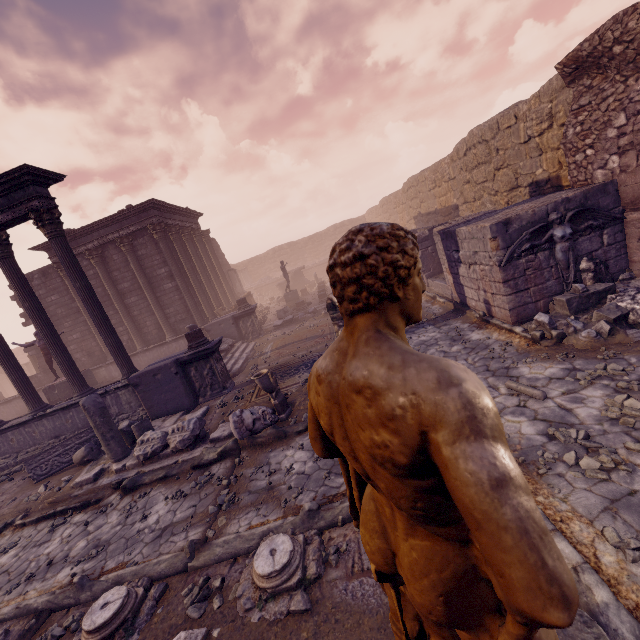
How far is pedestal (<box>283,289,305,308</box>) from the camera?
20.9 meters

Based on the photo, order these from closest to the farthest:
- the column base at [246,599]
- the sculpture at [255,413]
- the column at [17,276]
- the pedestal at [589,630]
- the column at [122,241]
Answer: the pedestal at [589,630] → the column base at [246,599] → the sculpture at [255,413] → the column at [17,276] → the column at [122,241]

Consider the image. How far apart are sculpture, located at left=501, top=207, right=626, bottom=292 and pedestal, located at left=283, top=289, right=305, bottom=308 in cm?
1457

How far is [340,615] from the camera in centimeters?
306cm

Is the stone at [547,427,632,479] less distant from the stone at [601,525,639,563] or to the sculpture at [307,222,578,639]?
the stone at [601,525,639,563]

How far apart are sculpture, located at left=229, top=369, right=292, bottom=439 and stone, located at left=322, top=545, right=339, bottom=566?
3.4 meters

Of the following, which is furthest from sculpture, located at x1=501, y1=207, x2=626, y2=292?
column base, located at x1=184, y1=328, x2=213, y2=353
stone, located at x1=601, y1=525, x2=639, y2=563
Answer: column base, located at x1=184, y1=328, x2=213, y2=353

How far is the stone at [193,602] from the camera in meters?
3.6
